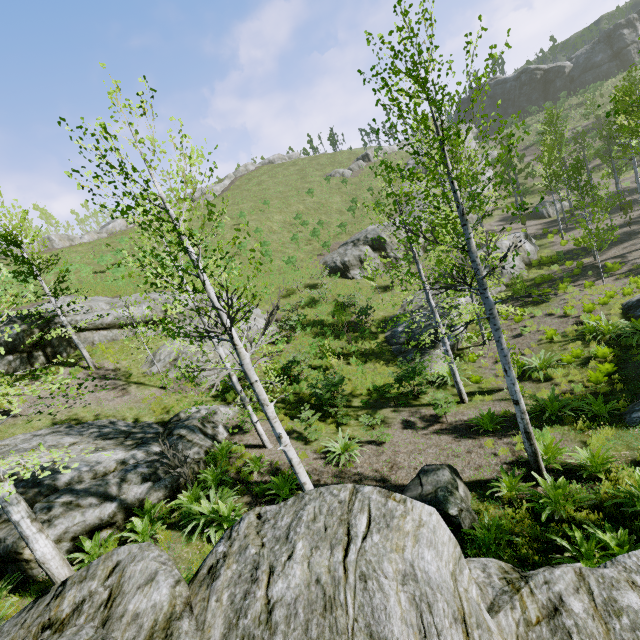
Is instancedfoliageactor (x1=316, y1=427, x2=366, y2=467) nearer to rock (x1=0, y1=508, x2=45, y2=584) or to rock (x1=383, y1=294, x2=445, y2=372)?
rock (x1=0, y1=508, x2=45, y2=584)

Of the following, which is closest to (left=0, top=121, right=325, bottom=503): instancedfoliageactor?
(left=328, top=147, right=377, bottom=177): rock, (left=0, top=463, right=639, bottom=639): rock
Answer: (left=0, top=463, right=639, bottom=639): rock

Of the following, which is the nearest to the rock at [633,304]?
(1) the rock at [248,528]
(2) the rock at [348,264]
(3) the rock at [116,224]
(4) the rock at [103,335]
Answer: (1) the rock at [248,528]

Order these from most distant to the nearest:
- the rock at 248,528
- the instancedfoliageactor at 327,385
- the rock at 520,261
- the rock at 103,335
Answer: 1. the rock at 520,261
2. the rock at 103,335
3. the instancedfoliageactor at 327,385
4. the rock at 248,528

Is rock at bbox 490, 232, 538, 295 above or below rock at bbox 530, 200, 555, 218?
below

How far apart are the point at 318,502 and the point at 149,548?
2.52m

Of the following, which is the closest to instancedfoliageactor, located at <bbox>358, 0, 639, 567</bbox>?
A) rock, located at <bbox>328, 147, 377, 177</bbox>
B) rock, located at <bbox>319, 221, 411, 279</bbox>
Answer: rock, located at <bbox>319, 221, 411, 279</bbox>

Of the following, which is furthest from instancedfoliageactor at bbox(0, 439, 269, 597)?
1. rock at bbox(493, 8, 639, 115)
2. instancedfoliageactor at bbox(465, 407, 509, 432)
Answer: rock at bbox(493, 8, 639, 115)
